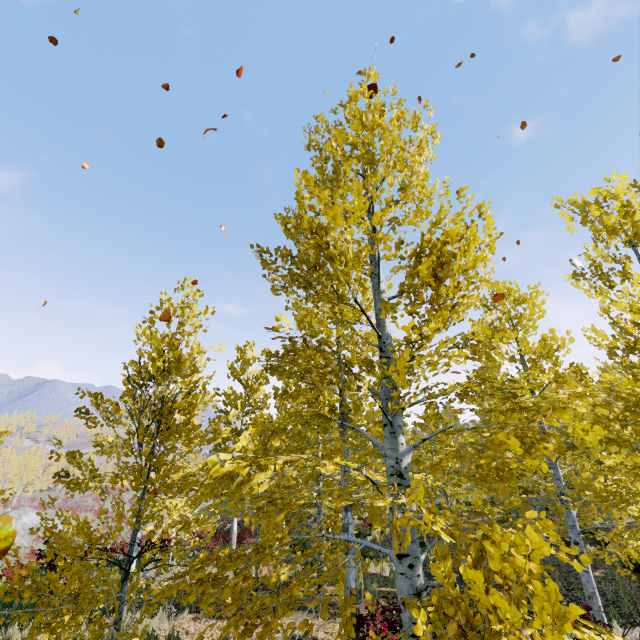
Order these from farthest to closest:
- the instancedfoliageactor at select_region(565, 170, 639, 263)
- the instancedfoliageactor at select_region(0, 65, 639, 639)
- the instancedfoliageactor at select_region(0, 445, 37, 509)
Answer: the instancedfoliageactor at select_region(0, 445, 37, 509) → the instancedfoliageactor at select_region(565, 170, 639, 263) → the instancedfoliageactor at select_region(0, 65, 639, 639)

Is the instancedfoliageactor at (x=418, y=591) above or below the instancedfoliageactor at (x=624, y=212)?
below

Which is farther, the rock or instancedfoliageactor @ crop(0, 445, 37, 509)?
the rock

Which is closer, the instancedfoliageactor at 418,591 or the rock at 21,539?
the instancedfoliageactor at 418,591

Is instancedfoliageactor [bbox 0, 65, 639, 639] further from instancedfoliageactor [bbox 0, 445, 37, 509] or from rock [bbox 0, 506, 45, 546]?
rock [bbox 0, 506, 45, 546]

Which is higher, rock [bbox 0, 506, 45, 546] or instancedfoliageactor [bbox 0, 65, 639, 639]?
instancedfoliageactor [bbox 0, 65, 639, 639]

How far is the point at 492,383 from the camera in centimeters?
342cm
